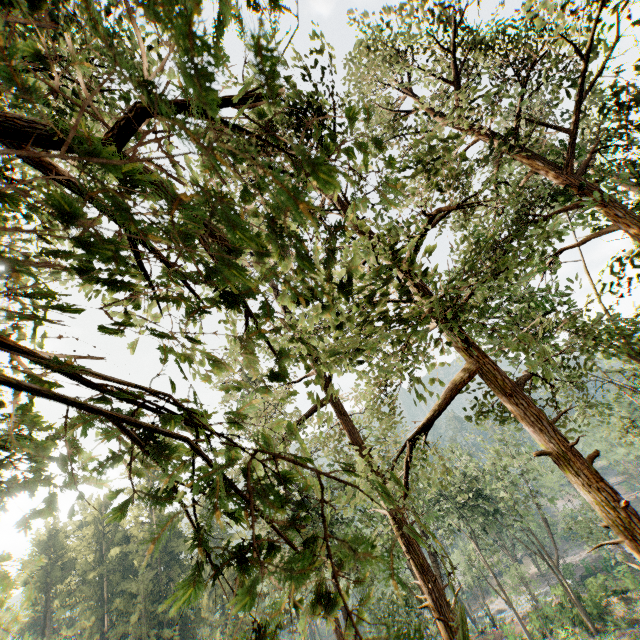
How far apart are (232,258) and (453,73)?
18.6m
